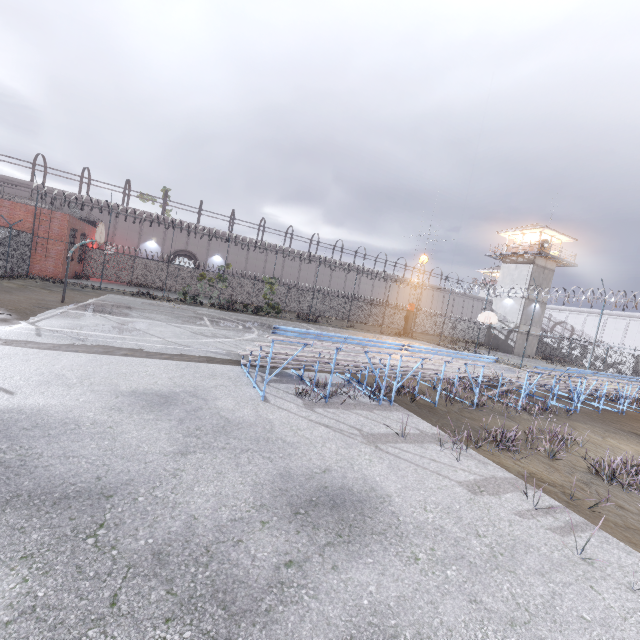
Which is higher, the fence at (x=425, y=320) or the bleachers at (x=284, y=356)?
A: the fence at (x=425, y=320)

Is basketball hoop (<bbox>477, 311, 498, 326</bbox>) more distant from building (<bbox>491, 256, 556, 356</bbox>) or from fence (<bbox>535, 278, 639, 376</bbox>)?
building (<bbox>491, 256, 556, 356</bbox>)

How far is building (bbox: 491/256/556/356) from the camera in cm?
3712

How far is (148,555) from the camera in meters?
2.6

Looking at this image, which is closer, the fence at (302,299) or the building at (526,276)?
the building at (526,276)

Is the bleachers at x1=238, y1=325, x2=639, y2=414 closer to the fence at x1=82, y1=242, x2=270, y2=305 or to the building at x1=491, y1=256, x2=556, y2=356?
the fence at x1=82, y1=242, x2=270, y2=305

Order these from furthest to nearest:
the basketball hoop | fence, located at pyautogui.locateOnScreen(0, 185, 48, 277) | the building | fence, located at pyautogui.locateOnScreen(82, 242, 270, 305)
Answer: the building, fence, located at pyautogui.locateOnScreen(82, 242, 270, 305), the basketball hoop, fence, located at pyautogui.locateOnScreen(0, 185, 48, 277)

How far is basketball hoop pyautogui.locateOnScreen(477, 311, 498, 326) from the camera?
24.1m
